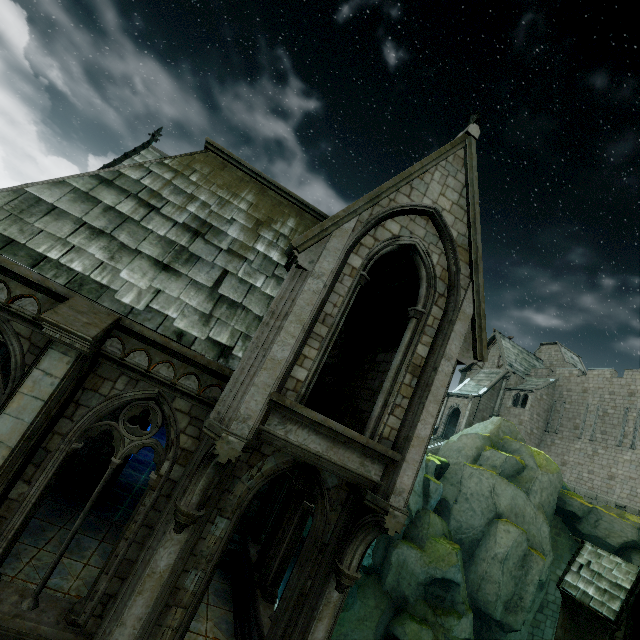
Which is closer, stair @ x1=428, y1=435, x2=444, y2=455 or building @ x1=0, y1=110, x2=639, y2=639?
building @ x1=0, y1=110, x2=639, y2=639

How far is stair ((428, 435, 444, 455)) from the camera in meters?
34.8

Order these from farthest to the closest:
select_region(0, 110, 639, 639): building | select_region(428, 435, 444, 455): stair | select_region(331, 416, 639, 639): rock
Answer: select_region(428, 435, 444, 455): stair, select_region(331, 416, 639, 639): rock, select_region(0, 110, 639, 639): building

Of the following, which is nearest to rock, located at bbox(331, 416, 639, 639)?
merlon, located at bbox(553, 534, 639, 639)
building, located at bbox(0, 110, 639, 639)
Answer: building, located at bbox(0, 110, 639, 639)

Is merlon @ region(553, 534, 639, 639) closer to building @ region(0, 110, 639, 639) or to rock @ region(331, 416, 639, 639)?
building @ region(0, 110, 639, 639)

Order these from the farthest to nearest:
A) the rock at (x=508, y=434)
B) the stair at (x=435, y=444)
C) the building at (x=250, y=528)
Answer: the stair at (x=435, y=444)
the rock at (x=508, y=434)
the building at (x=250, y=528)

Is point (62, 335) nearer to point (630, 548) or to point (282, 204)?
point (282, 204)

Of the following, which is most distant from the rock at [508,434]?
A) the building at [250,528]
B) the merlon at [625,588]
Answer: the merlon at [625,588]
